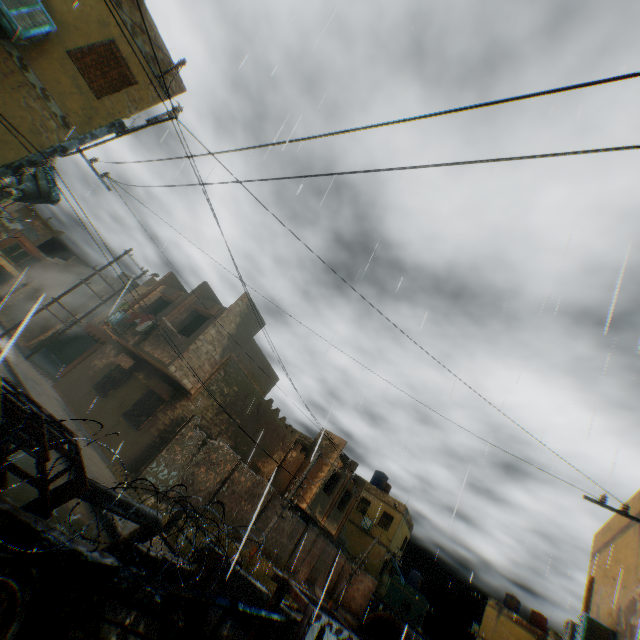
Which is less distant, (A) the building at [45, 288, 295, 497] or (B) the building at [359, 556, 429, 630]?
(A) the building at [45, 288, 295, 497]

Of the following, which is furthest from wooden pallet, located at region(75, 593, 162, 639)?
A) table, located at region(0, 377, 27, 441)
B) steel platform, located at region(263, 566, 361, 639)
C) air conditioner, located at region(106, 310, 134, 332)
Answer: air conditioner, located at region(106, 310, 134, 332)

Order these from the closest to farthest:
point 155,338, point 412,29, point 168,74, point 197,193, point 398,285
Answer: point 398,285 → point 197,193 → point 412,29 → point 168,74 → point 155,338

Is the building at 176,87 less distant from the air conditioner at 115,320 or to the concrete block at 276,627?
the air conditioner at 115,320

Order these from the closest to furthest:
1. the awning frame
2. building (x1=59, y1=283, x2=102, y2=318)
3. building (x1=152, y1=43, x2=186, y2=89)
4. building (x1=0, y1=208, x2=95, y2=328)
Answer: the awning frame < building (x1=152, y1=43, x2=186, y2=89) < building (x1=59, y1=283, x2=102, y2=318) < building (x1=0, y1=208, x2=95, y2=328)

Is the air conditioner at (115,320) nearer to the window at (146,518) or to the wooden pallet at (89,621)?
the window at (146,518)

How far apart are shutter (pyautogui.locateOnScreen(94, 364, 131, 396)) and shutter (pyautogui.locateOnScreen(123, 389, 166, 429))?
2.0 meters

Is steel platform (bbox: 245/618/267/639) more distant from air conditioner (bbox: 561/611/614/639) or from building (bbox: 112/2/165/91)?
air conditioner (bbox: 561/611/614/639)
